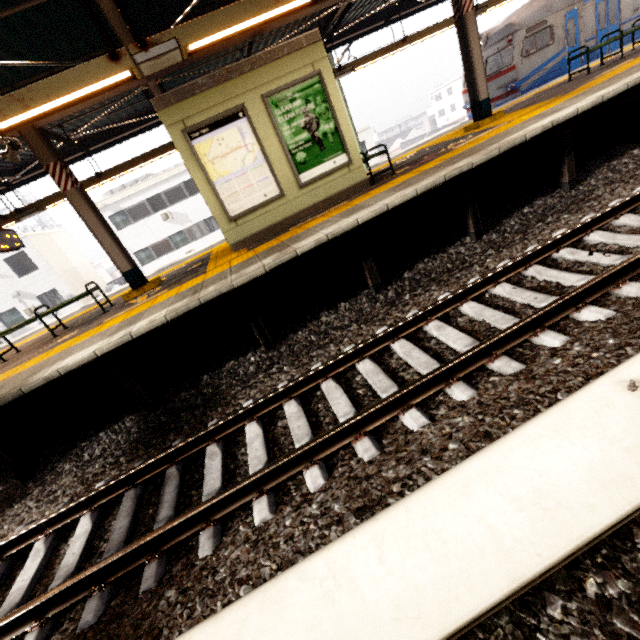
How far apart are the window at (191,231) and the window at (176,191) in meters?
1.7 m

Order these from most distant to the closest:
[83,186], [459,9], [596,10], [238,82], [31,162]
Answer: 1. [596,10]
2. [31,162]
3. [83,186]
4. [459,9]
5. [238,82]

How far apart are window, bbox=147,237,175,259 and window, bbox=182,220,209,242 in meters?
1.1

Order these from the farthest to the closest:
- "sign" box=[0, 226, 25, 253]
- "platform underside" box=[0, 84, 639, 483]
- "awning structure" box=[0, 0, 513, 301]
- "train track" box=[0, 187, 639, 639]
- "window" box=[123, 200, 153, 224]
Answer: "window" box=[123, 200, 153, 224], "sign" box=[0, 226, 25, 253], "platform underside" box=[0, 84, 639, 483], "awning structure" box=[0, 0, 513, 301], "train track" box=[0, 187, 639, 639]

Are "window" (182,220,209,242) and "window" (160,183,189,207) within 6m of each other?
yes

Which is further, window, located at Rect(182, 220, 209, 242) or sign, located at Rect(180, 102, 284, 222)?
window, located at Rect(182, 220, 209, 242)

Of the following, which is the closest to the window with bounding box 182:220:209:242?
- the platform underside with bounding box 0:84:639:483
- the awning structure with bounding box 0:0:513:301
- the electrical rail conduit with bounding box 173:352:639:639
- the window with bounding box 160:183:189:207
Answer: the window with bounding box 160:183:189:207

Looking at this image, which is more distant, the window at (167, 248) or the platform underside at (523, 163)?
the window at (167, 248)
